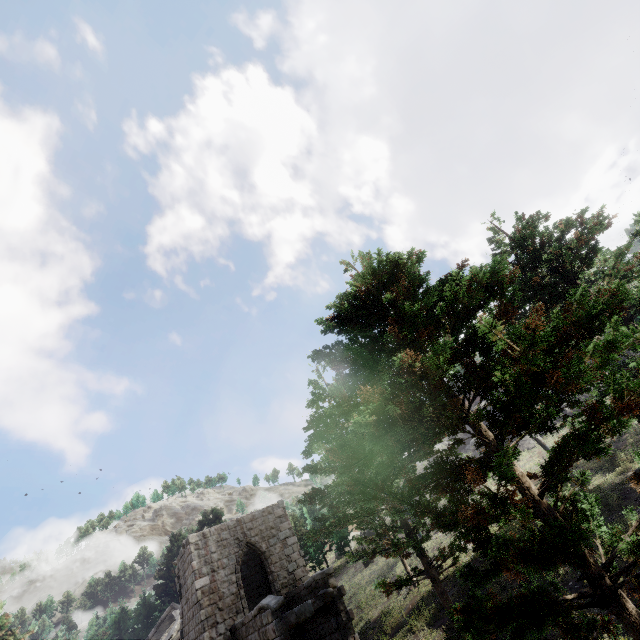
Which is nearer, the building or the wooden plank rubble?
the building

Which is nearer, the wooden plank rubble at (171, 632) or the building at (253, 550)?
the building at (253, 550)

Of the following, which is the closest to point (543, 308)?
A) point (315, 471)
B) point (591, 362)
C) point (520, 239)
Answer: point (520, 239)
